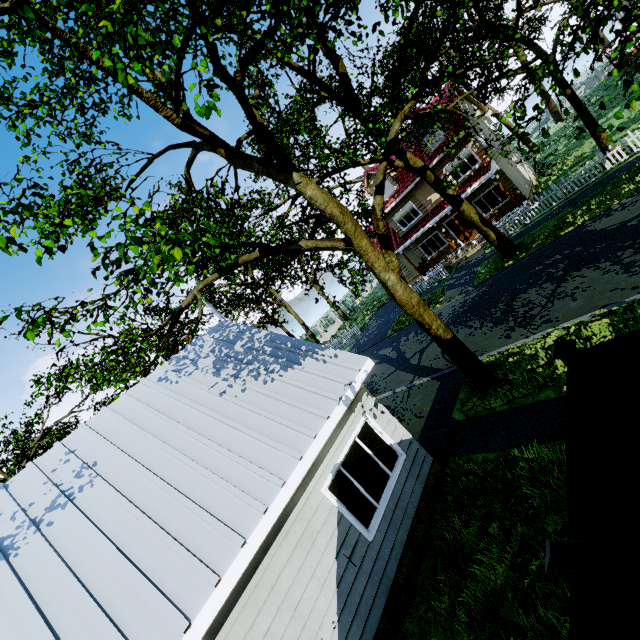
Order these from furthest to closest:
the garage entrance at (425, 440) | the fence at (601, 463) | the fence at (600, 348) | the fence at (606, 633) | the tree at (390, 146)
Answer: the garage entrance at (425, 440), the tree at (390, 146), the fence at (600, 348), the fence at (601, 463), the fence at (606, 633)

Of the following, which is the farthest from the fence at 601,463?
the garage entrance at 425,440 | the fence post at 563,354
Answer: the garage entrance at 425,440

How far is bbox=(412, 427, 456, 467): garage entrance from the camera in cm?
791

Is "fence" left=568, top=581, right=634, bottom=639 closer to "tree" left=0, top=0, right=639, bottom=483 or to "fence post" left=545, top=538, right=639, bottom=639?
"fence post" left=545, top=538, right=639, bottom=639

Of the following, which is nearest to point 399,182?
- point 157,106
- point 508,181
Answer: point 508,181

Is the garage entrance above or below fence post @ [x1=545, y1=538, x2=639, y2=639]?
below

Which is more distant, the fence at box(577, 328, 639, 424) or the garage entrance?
the garage entrance

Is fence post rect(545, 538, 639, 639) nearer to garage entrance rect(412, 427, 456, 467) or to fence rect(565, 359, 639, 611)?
fence rect(565, 359, 639, 611)
